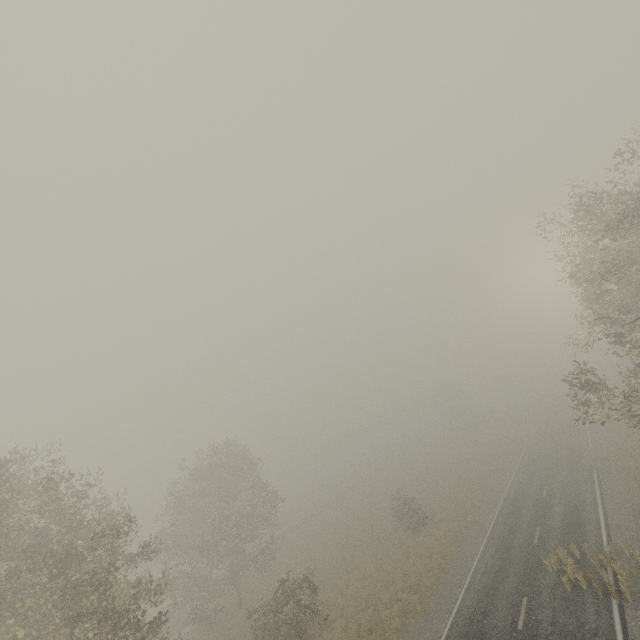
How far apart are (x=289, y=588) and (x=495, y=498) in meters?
20.6 m
